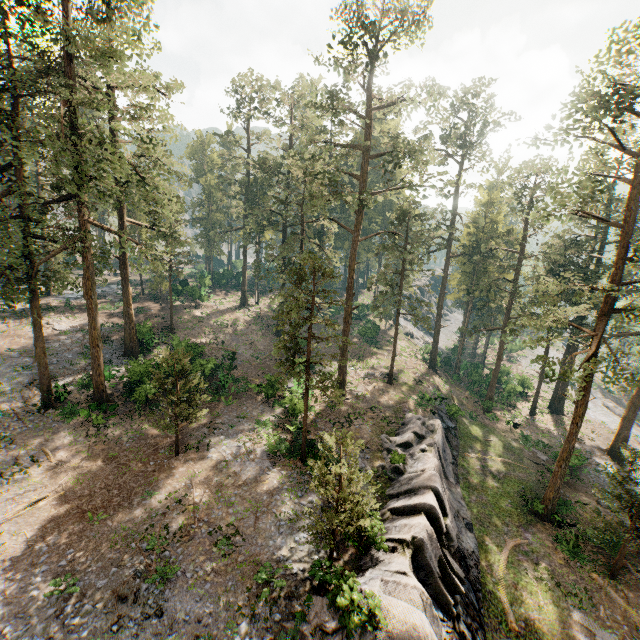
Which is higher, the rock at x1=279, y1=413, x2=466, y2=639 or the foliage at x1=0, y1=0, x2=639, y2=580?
the foliage at x1=0, y1=0, x2=639, y2=580

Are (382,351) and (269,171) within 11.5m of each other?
no

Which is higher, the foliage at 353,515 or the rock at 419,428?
the foliage at 353,515

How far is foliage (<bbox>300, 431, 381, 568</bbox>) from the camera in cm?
1345

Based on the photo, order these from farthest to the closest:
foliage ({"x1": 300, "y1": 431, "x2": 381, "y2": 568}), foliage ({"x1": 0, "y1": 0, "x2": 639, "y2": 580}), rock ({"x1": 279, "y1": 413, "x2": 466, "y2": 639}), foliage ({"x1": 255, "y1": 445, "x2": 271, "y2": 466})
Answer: foliage ({"x1": 255, "y1": 445, "x2": 271, "y2": 466}) → foliage ({"x1": 0, "y1": 0, "x2": 639, "y2": 580}) → foliage ({"x1": 300, "y1": 431, "x2": 381, "y2": 568}) → rock ({"x1": 279, "y1": 413, "x2": 466, "y2": 639})

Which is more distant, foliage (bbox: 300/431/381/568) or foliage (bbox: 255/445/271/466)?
foliage (bbox: 255/445/271/466)
